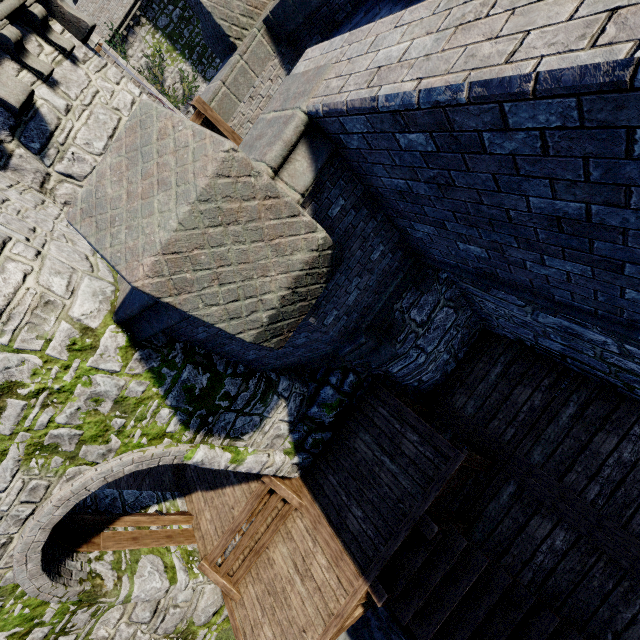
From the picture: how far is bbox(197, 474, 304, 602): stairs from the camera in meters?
7.0

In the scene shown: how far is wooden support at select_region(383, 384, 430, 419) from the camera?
6.9m

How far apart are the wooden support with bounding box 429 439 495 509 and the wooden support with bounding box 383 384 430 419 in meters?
1.4

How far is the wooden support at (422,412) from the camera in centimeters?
687cm

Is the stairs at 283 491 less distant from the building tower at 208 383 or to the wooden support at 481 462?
the building tower at 208 383

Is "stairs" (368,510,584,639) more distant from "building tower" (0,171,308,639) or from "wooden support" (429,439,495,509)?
"building tower" (0,171,308,639)

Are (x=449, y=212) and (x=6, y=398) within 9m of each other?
yes

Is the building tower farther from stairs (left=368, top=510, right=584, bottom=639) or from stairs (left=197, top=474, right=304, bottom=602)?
stairs (left=368, top=510, right=584, bottom=639)
